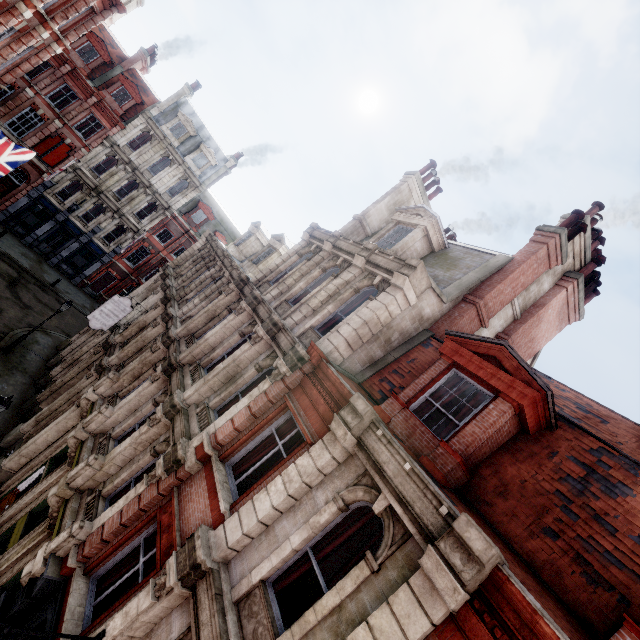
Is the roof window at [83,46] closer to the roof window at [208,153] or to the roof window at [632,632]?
the roof window at [208,153]

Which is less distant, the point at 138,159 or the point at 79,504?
the point at 79,504

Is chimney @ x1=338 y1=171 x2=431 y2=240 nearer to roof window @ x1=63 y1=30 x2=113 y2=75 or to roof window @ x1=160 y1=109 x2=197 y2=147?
roof window @ x1=160 y1=109 x2=197 y2=147

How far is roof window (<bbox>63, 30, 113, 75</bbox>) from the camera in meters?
27.1 m

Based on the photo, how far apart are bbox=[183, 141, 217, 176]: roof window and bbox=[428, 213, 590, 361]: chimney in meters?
33.0 m

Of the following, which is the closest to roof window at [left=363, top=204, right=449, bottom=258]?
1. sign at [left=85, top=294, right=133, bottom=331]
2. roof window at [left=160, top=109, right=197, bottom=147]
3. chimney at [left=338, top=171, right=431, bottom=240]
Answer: chimney at [left=338, top=171, right=431, bottom=240]

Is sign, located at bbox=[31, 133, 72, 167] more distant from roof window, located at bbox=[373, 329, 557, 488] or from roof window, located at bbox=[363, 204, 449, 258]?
roof window, located at bbox=[373, 329, 557, 488]

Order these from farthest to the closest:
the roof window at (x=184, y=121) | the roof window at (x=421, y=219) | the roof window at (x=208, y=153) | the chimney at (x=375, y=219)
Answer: the roof window at (x=208, y=153) → the roof window at (x=184, y=121) → the chimney at (x=375, y=219) → the roof window at (x=421, y=219)
